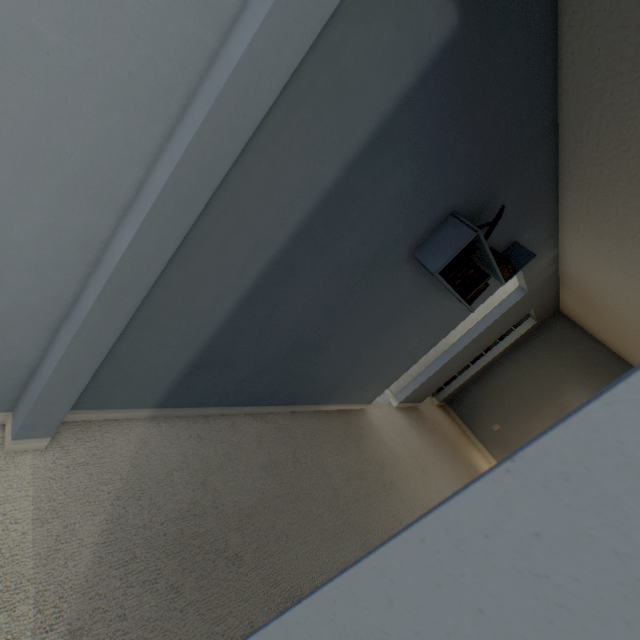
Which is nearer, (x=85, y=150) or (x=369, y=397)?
(x=85, y=150)

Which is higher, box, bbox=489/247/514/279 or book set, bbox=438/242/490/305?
box, bbox=489/247/514/279

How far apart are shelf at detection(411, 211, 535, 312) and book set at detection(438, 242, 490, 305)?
0.0m

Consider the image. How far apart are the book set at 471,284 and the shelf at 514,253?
0.0 meters

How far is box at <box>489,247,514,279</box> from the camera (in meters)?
2.24

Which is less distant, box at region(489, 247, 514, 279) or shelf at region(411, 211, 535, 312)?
shelf at region(411, 211, 535, 312)

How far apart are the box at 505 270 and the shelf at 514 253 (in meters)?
0.04

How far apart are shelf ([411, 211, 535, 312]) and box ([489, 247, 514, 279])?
0.0m
